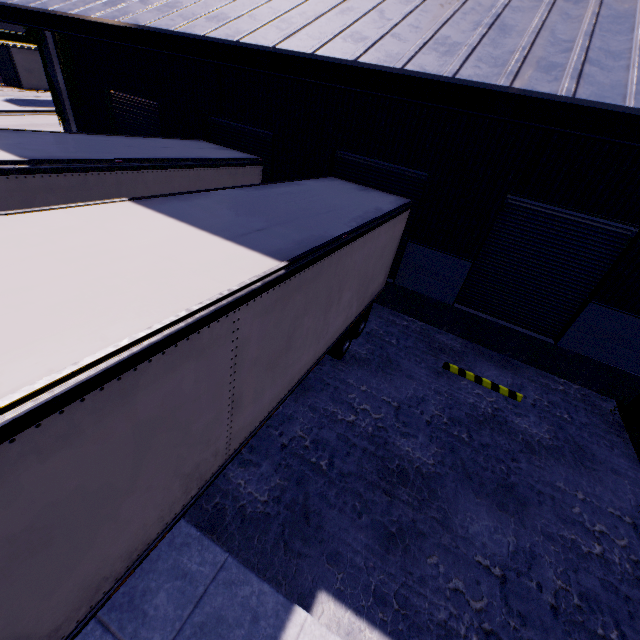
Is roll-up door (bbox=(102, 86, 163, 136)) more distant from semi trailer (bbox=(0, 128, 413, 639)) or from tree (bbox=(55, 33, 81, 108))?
semi trailer (bbox=(0, 128, 413, 639))

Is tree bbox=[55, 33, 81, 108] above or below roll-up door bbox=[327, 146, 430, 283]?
above

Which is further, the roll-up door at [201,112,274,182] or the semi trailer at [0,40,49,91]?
the semi trailer at [0,40,49,91]

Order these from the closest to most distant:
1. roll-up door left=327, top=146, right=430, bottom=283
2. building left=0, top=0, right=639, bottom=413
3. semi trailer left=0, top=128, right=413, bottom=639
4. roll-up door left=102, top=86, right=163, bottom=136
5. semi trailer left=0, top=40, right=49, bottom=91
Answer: semi trailer left=0, top=128, right=413, bottom=639 < building left=0, top=0, right=639, bottom=413 < roll-up door left=327, top=146, right=430, bottom=283 < roll-up door left=102, top=86, right=163, bottom=136 < semi trailer left=0, top=40, right=49, bottom=91

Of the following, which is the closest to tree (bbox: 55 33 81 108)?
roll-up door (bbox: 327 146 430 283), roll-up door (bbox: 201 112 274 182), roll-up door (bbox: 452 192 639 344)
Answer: roll-up door (bbox: 201 112 274 182)

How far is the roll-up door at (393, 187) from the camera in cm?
904

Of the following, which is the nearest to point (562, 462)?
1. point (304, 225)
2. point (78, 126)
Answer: point (304, 225)

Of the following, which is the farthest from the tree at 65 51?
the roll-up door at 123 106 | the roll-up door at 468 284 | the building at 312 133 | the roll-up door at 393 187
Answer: the roll-up door at 468 284
